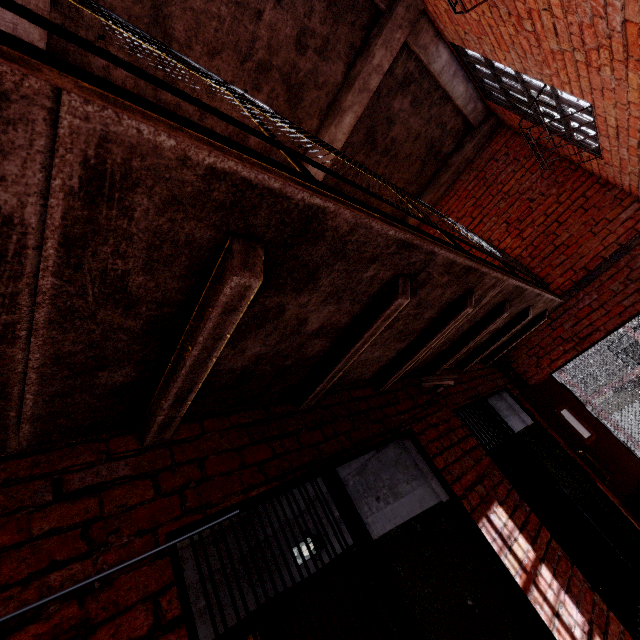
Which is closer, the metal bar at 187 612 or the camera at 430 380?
the metal bar at 187 612

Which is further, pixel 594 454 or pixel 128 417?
pixel 594 454

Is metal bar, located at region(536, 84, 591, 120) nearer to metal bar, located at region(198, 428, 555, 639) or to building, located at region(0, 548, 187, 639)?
building, located at region(0, 548, 187, 639)

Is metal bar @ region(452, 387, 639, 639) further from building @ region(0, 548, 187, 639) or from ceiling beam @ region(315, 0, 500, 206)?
ceiling beam @ region(315, 0, 500, 206)

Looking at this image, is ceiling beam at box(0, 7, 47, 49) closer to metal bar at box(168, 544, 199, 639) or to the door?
metal bar at box(168, 544, 199, 639)

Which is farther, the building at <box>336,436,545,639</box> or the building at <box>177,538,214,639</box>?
the building at <box>177,538,214,639</box>

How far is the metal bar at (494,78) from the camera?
3.8m

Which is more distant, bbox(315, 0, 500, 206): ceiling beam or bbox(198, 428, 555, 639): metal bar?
bbox(315, 0, 500, 206): ceiling beam
